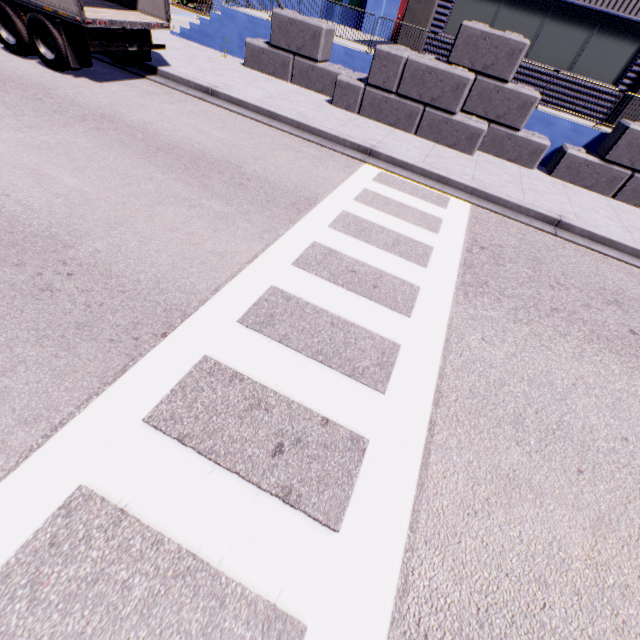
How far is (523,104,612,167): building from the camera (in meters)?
10.16

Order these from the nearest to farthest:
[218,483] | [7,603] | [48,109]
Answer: [7,603], [218,483], [48,109]

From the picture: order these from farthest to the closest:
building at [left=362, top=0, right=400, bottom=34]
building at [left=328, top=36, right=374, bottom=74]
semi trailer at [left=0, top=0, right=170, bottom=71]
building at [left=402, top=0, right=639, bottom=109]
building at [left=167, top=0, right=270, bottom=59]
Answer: building at [left=362, top=0, right=400, bottom=34]
building at [left=167, top=0, right=270, bottom=59]
building at [left=328, top=36, right=374, bottom=74]
building at [left=402, top=0, right=639, bottom=109]
semi trailer at [left=0, top=0, right=170, bottom=71]

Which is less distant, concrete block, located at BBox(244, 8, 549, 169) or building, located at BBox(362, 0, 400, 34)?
concrete block, located at BBox(244, 8, 549, 169)

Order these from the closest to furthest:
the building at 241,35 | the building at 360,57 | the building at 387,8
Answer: the building at 360,57, the building at 241,35, the building at 387,8

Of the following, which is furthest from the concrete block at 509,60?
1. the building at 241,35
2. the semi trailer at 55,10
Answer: the semi trailer at 55,10

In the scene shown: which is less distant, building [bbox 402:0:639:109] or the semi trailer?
the semi trailer

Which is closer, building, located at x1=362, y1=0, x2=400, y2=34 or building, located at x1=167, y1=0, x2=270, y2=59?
building, located at x1=167, y1=0, x2=270, y2=59
